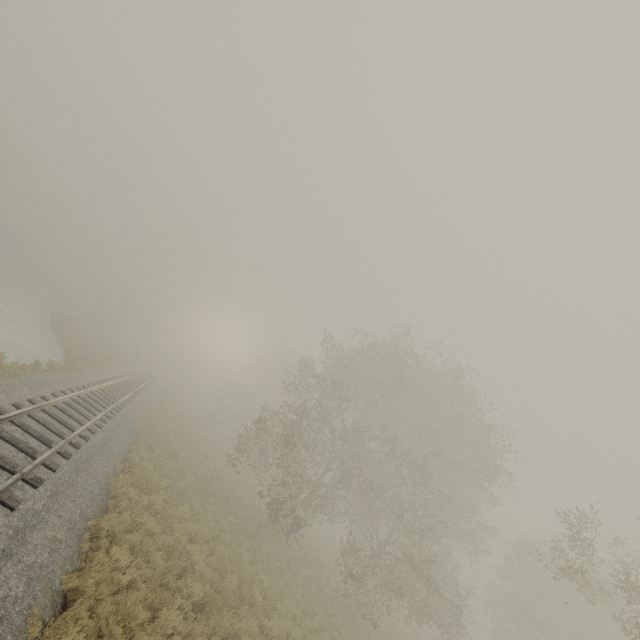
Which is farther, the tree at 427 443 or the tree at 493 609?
the tree at 427 443

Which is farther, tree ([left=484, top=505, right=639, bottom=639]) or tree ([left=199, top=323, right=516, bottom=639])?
tree ([left=199, top=323, right=516, bottom=639])

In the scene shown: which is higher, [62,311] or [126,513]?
[126,513]
